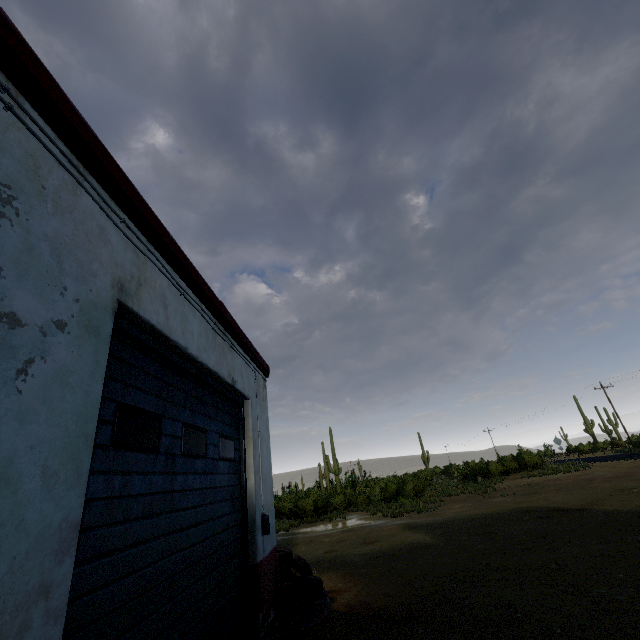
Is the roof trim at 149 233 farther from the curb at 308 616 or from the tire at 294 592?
the curb at 308 616

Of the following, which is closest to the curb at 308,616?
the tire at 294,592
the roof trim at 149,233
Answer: the tire at 294,592

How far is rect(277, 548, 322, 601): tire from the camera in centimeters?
537cm

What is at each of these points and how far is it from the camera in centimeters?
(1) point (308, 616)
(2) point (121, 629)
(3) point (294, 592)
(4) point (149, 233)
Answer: (1) curb, 476cm
(2) garage door, 216cm
(3) tire, 538cm
(4) roof trim, 294cm

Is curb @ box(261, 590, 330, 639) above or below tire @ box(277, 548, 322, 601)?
below

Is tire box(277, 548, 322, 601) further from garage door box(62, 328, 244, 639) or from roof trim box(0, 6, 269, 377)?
roof trim box(0, 6, 269, 377)

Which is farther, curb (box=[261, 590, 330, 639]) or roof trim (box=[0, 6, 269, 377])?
curb (box=[261, 590, 330, 639])

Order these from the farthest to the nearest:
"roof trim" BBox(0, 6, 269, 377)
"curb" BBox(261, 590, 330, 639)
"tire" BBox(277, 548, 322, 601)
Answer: "tire" BBox(277, 548, 322, 601)
"curb" BBox(261, 590, 330, 639)
"roof trim" BBox(0, 6, 269, 377)
